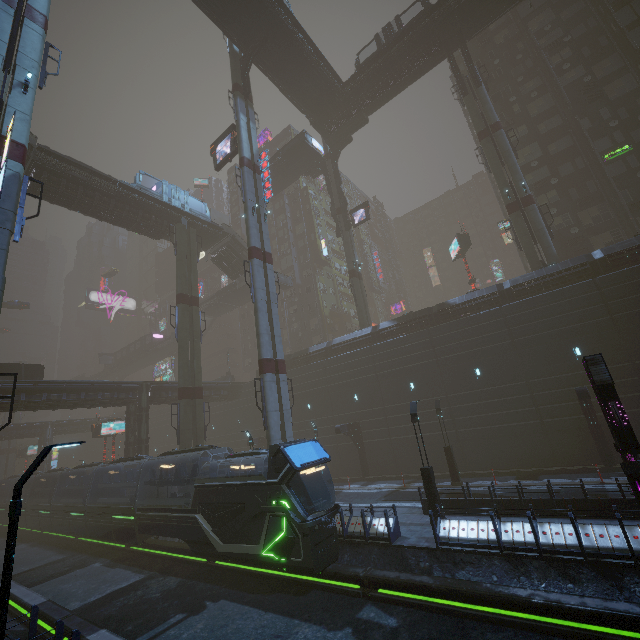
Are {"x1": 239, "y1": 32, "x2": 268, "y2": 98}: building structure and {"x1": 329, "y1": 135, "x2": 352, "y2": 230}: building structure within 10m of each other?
no

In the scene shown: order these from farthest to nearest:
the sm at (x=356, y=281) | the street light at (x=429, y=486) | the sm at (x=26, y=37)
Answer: the sm at (x=356, y=281) < the street light at (x=429, y=486) < the sm at (x=26, y=37)

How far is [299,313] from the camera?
51.91m

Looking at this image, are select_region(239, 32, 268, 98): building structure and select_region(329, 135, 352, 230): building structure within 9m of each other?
no

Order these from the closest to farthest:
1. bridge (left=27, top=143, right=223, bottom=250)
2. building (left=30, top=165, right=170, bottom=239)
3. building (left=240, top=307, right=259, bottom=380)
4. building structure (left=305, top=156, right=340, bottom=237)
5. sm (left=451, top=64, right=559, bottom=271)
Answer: bridge (left=27, top=143, right=223, bottom=250), building (left=30, top=165, right=170, bottom=239), sm (left=451, top=64, right=559, bottom=271), building structure (left=305, top=156, right=340, bottom=237), building (left=240, top=307, right=259, bottom=380)

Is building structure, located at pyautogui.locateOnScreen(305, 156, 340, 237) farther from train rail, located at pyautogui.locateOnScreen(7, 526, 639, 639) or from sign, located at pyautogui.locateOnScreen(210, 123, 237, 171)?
train rail, located at pyautogui.locateOnScreen(7, 526, 639, 639)

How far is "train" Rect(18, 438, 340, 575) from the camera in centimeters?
1352cm

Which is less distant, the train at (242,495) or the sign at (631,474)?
the sign at (631,474)
